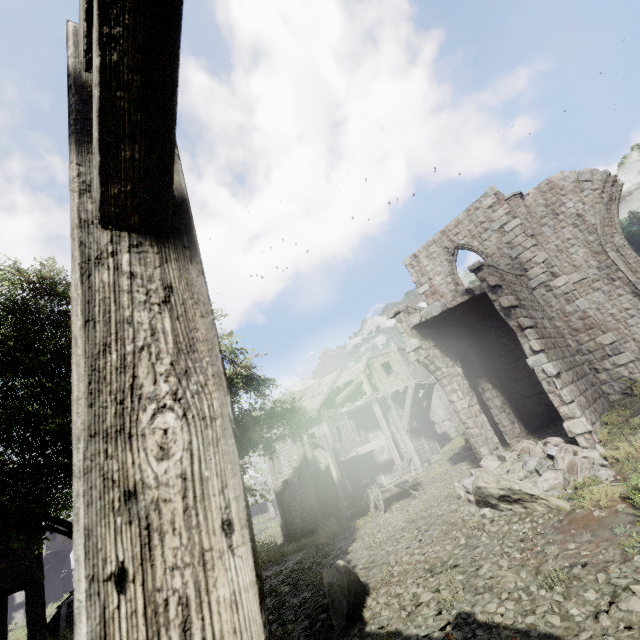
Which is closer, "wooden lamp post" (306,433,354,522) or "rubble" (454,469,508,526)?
"rubble" (454,469,508,526)

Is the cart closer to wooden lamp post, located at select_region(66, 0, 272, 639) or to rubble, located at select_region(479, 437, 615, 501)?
rubble, located at select_region(479, 437, 615, 501)

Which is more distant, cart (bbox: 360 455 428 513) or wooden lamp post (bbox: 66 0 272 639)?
cart (bbox: 360 455 428 513)

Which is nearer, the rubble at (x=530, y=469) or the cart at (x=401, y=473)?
the rubble at (x=530, y=469)

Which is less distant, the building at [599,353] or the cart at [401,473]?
the building at [599,353]

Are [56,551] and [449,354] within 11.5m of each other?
no

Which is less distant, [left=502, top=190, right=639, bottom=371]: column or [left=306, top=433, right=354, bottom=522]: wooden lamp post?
[left=502, top=190, right=639, bottom=371]: column

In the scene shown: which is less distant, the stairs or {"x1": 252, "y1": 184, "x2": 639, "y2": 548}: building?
{"x1": 252, "y1": 184, "x2": 639, "y2": 548}: building
